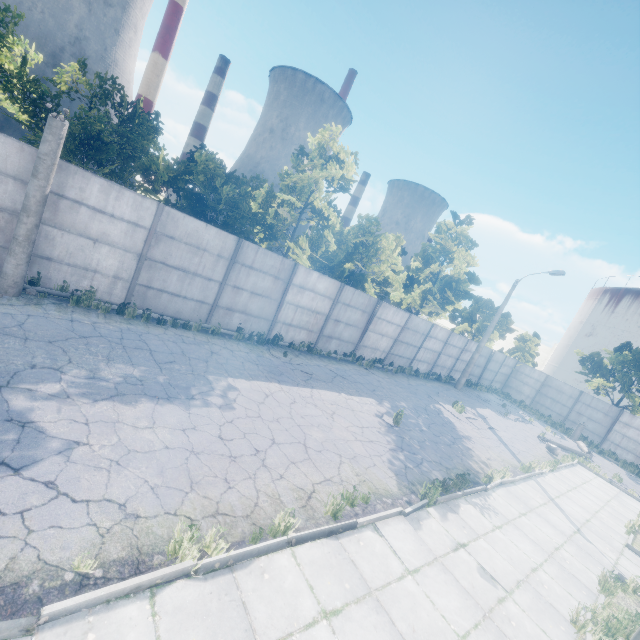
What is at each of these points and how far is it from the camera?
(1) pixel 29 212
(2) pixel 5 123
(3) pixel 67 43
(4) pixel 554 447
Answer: (1) lamp post, 7.9 meters
(2) chimney, 47.5 meters
(3) chimney, 51.4 meters
(4) lamp post, 17.4 meters

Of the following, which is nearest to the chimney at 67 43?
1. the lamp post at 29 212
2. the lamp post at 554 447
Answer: the lamp post at 29 212

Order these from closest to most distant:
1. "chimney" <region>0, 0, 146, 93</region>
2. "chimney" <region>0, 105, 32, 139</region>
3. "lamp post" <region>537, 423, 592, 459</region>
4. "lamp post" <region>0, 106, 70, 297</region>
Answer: "lamp post" <region>0, 106, 70, 297</region>
"lamp post" <region>537, 423, 592, 459</region>
"chimney" <region>0, 105, 32, 139</region>
"chimney" <region>0, 0, 146, 93</region>

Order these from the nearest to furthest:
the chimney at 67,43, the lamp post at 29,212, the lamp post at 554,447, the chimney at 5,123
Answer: the lamp post at 29,212 → the lamp post at 554,447 → the chimney at 5,123 → the chimney at 67,43

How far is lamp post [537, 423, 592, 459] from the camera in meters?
17.4

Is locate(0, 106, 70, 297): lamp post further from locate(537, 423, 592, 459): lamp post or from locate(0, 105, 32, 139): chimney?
locate(0, 105, 32, 139): chimney
